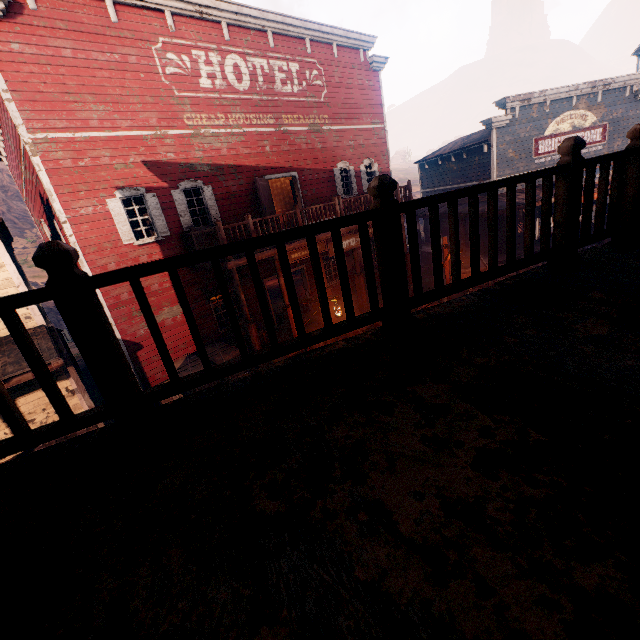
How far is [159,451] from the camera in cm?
169

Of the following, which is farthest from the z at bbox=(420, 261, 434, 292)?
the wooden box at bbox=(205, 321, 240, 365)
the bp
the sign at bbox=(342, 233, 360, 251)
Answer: the bp

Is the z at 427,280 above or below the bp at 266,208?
below

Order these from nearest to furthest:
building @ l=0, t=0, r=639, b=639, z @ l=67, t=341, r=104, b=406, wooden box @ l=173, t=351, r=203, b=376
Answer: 1. building @ l=0, t=0, r=639, b=639
2. wooden box @ l=173, t=351, r=203, b=376
3. z @ l=67, t=341, r=104, b=406

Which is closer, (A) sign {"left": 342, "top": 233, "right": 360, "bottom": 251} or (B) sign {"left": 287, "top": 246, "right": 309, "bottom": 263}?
(B) sign {"left": 287, "top": 246, "right": 309, "bottom": 263}

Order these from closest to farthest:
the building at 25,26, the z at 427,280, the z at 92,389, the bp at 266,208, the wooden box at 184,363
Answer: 1. the building at 25,26
2. the wooden box at 184,363
3. the bp at 266,208
4. the z at 92,389
5. the z at 427,280
